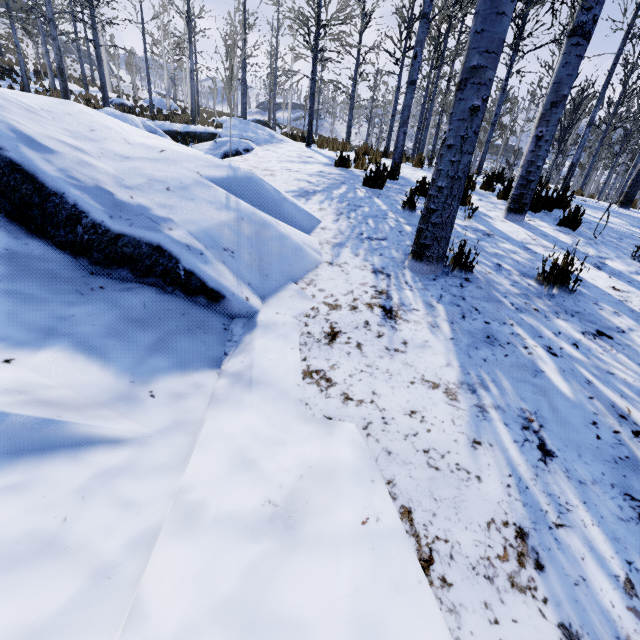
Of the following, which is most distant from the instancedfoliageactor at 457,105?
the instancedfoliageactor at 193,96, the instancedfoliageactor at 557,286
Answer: the instancedfoliageactor at 193,96

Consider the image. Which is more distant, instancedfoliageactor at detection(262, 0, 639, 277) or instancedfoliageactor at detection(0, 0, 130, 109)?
instancedfoliageactor at detection(0, 0, 130, 109)

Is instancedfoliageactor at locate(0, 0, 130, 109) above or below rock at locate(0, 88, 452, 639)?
above

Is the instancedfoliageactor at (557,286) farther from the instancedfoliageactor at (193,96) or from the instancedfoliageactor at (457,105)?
the instancedfoliageactor at (193,96)

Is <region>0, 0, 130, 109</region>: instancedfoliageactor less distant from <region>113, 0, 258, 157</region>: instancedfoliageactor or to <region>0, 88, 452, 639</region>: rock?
<region>113, 0, 258, 157</region>: instancedfoliageactor

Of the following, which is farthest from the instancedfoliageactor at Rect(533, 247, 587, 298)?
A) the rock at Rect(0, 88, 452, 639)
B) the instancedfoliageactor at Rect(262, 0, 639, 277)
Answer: the instancedfoliageactor at Rect(262, 0, 639, 277)

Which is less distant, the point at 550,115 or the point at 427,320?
the point at 427,320

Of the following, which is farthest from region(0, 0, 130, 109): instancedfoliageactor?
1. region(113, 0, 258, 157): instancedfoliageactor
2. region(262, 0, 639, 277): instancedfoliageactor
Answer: region(262, 0, 639, 277): instancedfoliageactor
